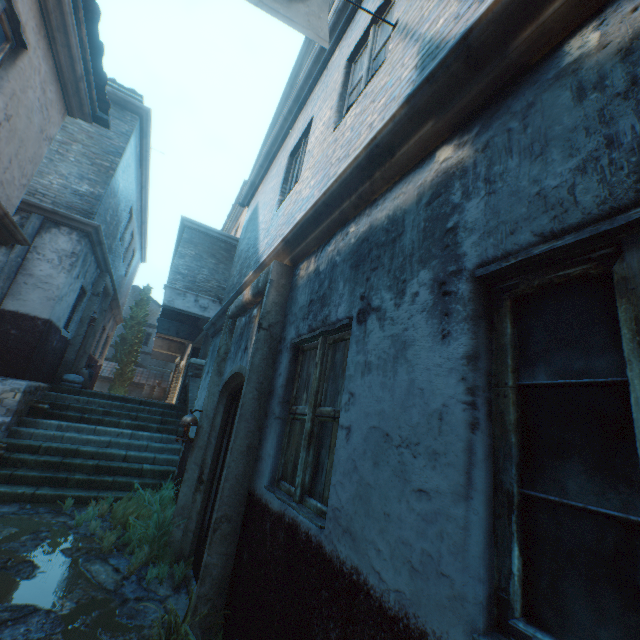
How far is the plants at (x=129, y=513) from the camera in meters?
3.9

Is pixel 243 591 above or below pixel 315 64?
below

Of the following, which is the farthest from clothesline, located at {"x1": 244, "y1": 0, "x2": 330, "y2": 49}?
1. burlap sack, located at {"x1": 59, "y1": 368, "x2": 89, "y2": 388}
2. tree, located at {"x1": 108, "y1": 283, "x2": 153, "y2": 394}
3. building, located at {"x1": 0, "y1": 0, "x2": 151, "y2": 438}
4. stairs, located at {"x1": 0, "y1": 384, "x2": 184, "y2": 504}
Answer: tree, located at {"x1": 108, "y1": 283, "x2": 153, "y2": 394}

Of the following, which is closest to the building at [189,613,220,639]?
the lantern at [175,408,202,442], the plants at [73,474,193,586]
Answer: the plants at [73,474,193,586]

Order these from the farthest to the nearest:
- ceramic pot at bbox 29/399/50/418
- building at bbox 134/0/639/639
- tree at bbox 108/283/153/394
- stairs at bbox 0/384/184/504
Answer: tree at bbox 108/283/153/394 < ceramic pot at bbox 29/399/50/418 < stairs at bbox 0/384/184/504 < building at bbox 134/0/639/639

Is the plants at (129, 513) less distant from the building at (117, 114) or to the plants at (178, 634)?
the plants at (178, 634)

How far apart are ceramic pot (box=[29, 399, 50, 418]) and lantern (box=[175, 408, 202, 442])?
5.1 meters

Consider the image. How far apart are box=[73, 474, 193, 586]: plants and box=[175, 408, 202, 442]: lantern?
1.0m
